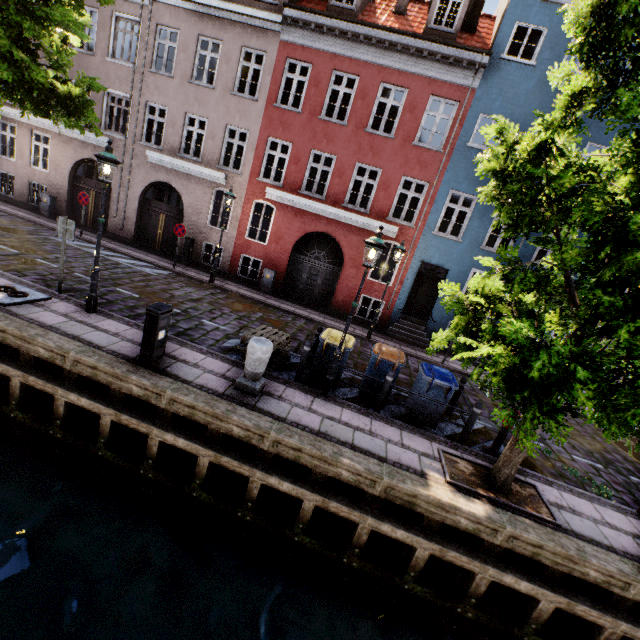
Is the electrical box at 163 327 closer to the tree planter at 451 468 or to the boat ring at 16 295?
the boat ring at 16 295

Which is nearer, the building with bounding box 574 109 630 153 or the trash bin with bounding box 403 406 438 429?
the trash bin with bounding box 403 406 438 429

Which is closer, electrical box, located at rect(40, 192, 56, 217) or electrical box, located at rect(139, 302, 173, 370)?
electrical box, located at rect(139, 302, 173, 370)

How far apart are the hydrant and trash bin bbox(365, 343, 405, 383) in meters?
2.3 m

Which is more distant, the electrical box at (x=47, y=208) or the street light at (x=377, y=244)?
the electrical box at (x=47, y=208)

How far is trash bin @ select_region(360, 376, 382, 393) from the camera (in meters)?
7.86

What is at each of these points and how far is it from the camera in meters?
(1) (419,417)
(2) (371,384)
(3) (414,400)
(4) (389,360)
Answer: (1) trash bin, 7.6 m
(2) trash bin, 7.9 m
(3) trash bin, 7.6 m
(4) trash bin, 7.5 m

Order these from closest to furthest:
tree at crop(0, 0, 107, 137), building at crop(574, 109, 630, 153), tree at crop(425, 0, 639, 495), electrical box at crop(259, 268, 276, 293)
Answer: tree at crop(425, 0, 639, 495) < tree at crop(0, 0, 107, 137) < building at crop(574, 109, 630, 153) < electrical box at crop(259, 268, 276, 293)
